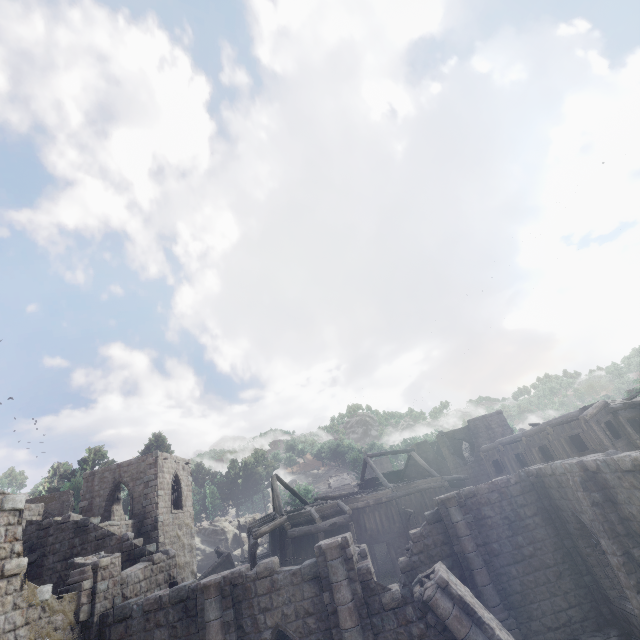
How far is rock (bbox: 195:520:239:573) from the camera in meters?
38.7

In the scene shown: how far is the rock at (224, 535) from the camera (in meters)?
38.72

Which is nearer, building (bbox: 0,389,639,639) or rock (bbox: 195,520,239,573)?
building (bbox: 0,389,639,639)

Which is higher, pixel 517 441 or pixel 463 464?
pixel 517 441

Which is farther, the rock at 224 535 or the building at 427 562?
the rock at 224 535
